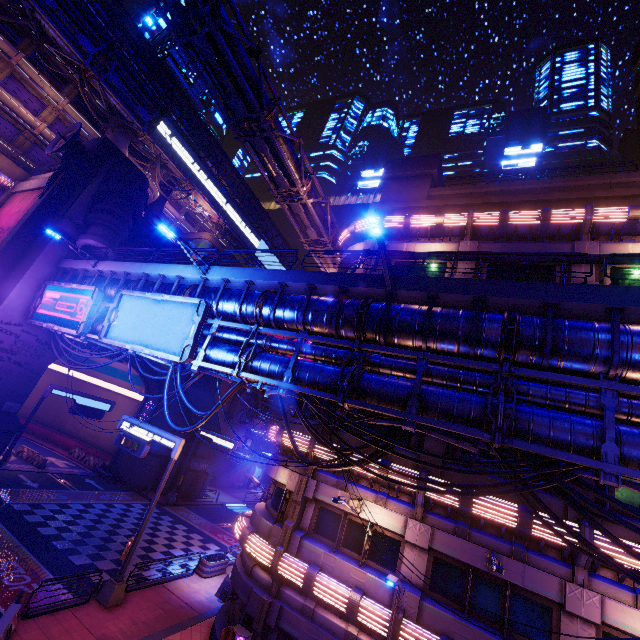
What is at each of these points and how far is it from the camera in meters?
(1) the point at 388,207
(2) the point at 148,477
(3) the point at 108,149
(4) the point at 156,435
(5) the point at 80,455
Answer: (1) beam, 22.9
(2) wall arch, 32.8
(3) pillar, 28.2
(4) sign, 17.8
(5) fence, 35.2

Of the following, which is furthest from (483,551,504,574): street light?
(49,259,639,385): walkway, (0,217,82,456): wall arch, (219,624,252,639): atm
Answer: (0,217,82,456): wall arch

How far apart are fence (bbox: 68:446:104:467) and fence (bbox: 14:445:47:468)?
4.86m

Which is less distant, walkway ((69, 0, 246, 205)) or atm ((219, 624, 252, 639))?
atm ((219, 624, 252, 639))

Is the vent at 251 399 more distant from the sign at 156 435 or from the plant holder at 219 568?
the sign at 156 435

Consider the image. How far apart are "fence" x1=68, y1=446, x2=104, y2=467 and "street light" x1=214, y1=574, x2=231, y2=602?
22.8m

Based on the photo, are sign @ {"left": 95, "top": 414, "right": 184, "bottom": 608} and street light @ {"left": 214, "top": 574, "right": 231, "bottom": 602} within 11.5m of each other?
yes

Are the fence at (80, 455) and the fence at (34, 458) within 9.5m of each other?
yes
